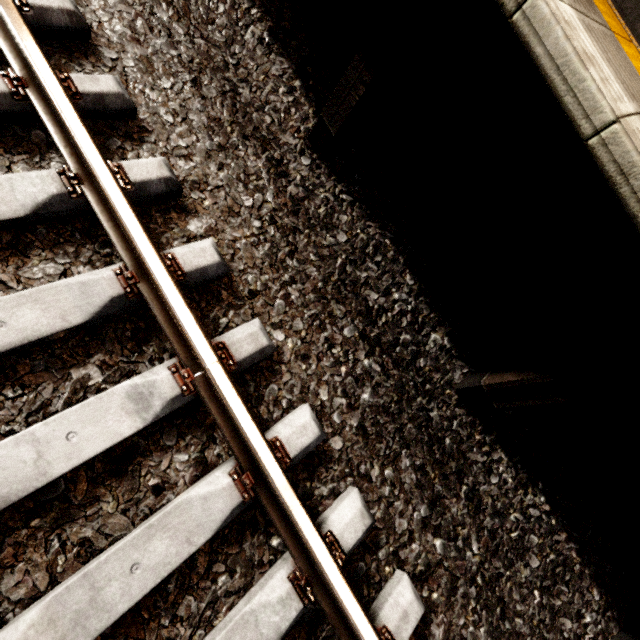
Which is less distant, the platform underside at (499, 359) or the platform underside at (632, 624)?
the platform underside at (499, 359)

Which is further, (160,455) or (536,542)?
(536,542)

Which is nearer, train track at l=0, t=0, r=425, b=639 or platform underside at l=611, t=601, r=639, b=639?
train track at l=0, t=0, r=425, b=639

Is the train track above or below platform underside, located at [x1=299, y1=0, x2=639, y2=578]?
below

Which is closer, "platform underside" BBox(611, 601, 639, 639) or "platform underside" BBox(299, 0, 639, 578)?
"platform underside" BBox(299, 0, 639, 578)

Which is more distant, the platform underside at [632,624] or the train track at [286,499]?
the platform underside at [632,624]

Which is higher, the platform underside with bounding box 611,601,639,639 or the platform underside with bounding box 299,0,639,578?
the platform underside with bounding box 299,0,639,578
